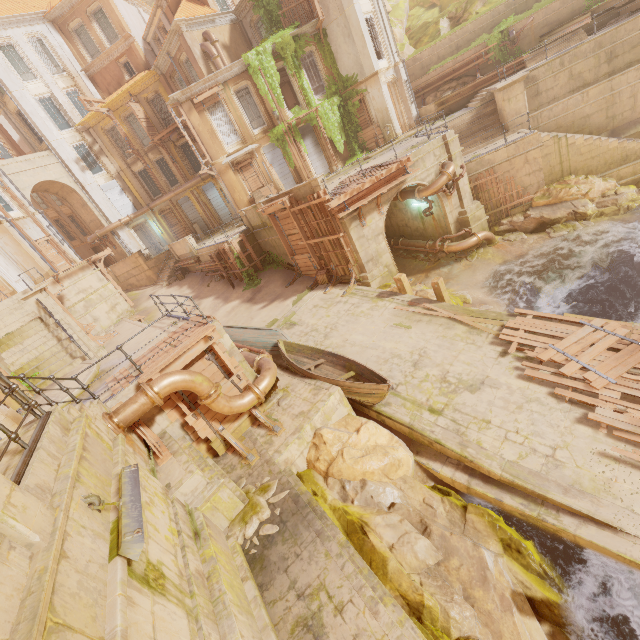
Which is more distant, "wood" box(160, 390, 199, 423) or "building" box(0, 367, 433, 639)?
"wood" box(160, 390, 199, 423)

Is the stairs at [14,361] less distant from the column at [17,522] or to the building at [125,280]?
the building at [125,280]

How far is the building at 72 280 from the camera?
23.1m

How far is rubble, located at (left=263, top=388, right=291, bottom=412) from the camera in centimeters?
1044cm

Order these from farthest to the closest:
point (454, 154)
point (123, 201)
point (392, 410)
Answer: point (123, 201) → point (454, 154) → point (392, 410)

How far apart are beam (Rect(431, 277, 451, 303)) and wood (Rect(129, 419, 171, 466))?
11.0 meters

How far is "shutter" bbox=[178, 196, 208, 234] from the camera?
31.5m

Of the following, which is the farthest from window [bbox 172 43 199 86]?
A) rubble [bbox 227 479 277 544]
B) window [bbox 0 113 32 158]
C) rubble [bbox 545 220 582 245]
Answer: rubble [bbox 227 479 277 544]
